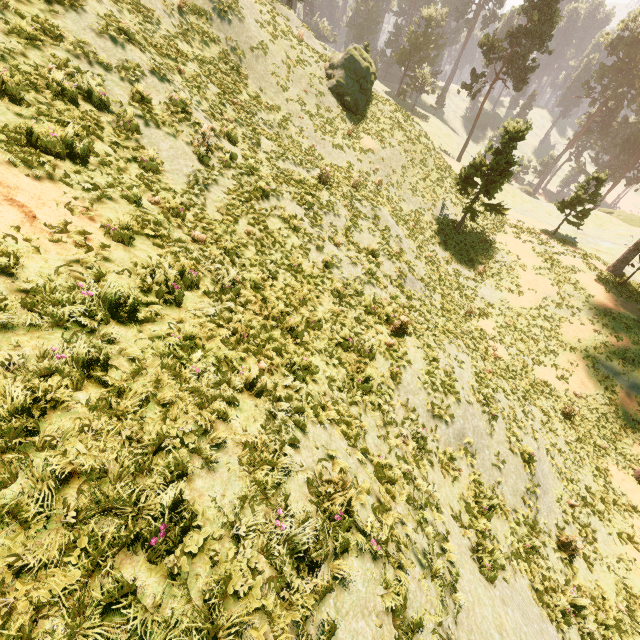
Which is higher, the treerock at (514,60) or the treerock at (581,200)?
the treerock at (514,60)

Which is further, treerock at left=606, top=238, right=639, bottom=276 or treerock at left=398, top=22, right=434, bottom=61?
treerock at left=398, top=22, right=434, bottom=61

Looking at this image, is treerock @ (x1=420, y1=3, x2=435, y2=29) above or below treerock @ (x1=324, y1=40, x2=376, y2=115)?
above

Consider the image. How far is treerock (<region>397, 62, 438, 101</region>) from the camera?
56.7m

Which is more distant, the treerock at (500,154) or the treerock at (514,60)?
the treerock at (514,60)

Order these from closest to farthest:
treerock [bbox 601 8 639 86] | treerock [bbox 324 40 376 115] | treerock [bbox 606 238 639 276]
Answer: treerock [bbox 324 40 376 115] → treerock [bbox 606 238 639 276] → treerock [bbox 601 8 639 86]

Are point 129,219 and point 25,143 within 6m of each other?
yes
